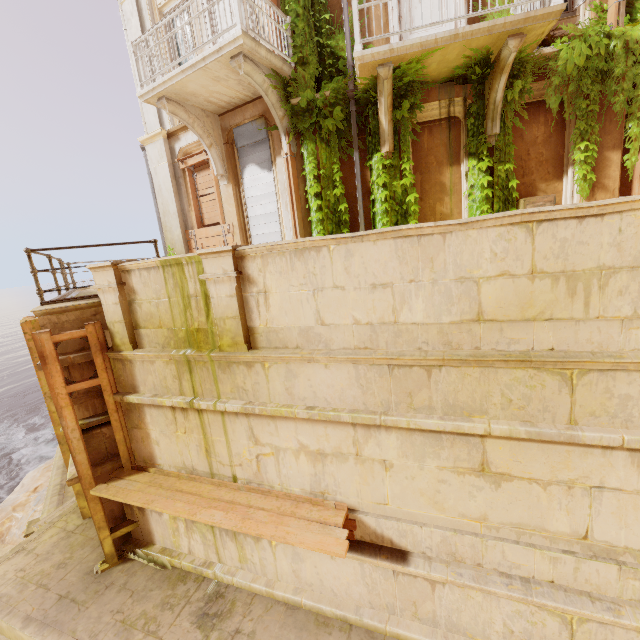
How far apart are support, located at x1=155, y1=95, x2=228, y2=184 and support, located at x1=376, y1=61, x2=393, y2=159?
4.57m

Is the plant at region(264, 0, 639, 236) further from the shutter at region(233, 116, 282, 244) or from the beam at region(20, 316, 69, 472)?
the beam at region(20, 316, 69, 472)

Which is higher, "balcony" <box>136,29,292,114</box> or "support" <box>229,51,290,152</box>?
"balcony" <box>136,29,292,114</box>

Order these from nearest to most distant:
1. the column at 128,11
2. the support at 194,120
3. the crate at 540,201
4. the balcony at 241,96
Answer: the balcony at 241,96
the crate at 540,201
the support at 194,120
the column at 128,11

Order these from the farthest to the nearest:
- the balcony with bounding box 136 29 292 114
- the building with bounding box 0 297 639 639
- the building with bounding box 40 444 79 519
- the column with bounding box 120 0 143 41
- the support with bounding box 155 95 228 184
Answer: the column with bounding box 120 0 143 41 < the support with bounding box 155 95 228 184 < the balcony with bounding box 136 29 292 114 < the building with bounding box 40 444 79 519 < the building with bounding box 0 297 639 639

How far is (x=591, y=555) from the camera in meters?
3.7

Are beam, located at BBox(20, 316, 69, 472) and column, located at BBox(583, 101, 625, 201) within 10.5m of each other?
no

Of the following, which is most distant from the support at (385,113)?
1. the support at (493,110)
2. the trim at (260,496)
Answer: the trim at (260,496)
